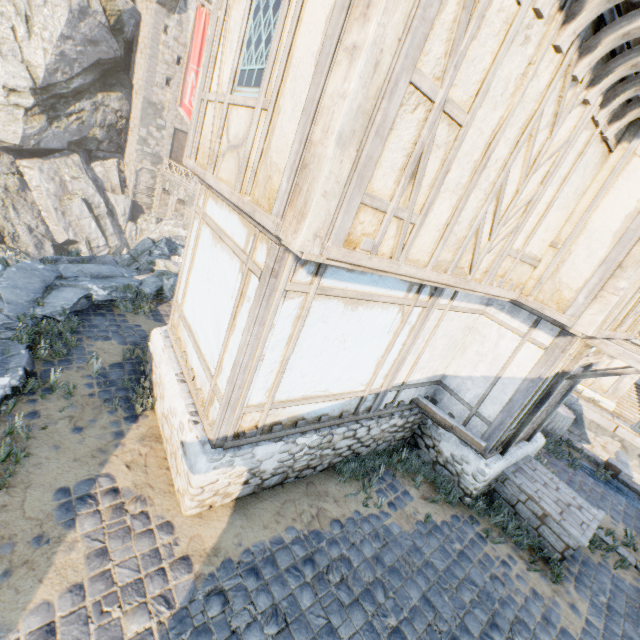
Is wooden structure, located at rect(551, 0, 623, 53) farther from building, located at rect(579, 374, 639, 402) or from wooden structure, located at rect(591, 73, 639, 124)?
building, located at rect(579, 374, 639, 402)

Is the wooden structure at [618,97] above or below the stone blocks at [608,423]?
above

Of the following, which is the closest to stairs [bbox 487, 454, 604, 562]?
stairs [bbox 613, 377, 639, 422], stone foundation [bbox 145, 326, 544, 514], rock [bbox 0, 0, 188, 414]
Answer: stone foundation [bbox 145, 326, 544, 514]

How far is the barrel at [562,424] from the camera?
9.8 meters

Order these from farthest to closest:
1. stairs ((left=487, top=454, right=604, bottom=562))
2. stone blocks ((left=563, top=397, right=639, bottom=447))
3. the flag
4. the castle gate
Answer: the castle gate
the flag
stone blocks ((left=563, top=397, right=639, bottom=447))
stairs ((left=487, top=454, right=604, bottom=562))

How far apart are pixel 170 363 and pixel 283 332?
2.72m

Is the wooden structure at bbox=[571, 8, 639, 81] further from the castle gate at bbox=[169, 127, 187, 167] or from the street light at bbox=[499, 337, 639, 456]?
the castle gate at bbox=[169, 127, 187, 167]

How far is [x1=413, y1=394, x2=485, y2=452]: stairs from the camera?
6.0 meters
